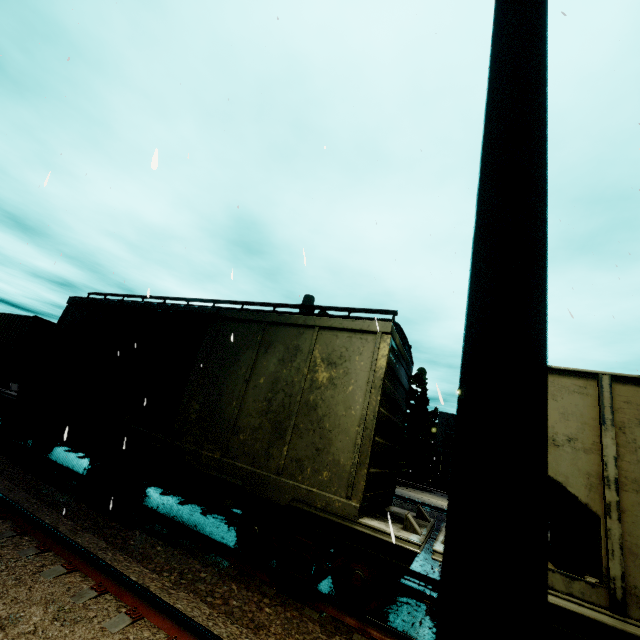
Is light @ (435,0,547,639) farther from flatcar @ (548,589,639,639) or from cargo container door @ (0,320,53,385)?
cargo container door @ (0,320,53,385)

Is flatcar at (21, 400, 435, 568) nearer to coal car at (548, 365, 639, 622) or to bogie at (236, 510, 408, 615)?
bogie at (236, 510, 408, 615)

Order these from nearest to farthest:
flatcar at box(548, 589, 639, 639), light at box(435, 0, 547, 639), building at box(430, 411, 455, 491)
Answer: light at box(435, 0, 547, 639)
flatcar at box(548, 589, 639, 639)
building at box(430, 411, 455, 491)

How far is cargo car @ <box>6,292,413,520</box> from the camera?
5.7 meters

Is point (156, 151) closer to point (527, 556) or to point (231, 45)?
point (527, 556)

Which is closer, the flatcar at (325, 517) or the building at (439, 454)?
the flatcar at (325, 517)

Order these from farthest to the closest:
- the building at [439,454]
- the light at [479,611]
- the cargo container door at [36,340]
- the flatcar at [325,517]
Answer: the building at [439,454], the cargo container door at [36,340], the flatcar at [325,517], the light at [479,611]

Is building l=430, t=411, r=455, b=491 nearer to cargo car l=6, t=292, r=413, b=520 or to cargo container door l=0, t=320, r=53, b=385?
cargo car l=6, t=292, r=413, b=520
